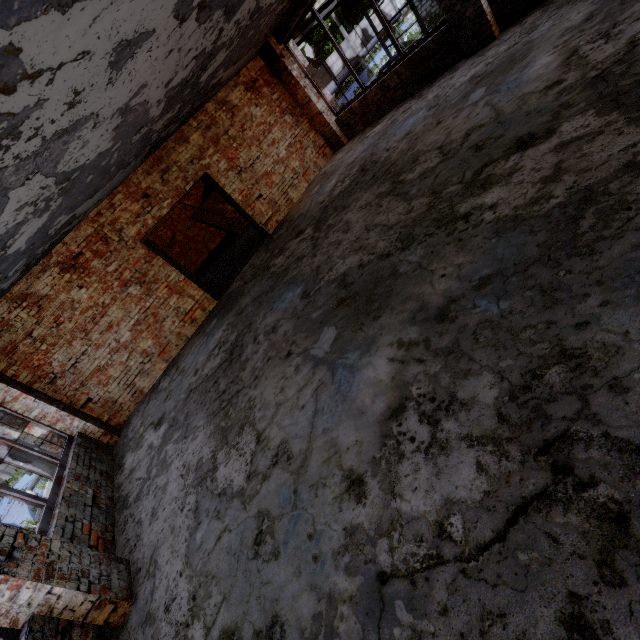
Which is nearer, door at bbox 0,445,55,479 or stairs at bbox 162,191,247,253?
door at bbox 0,445,55,479

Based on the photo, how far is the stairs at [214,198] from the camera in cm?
1377

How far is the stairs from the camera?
13.8m

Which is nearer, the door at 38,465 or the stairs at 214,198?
the door at 38,465

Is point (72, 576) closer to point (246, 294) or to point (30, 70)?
point (30, 70)
